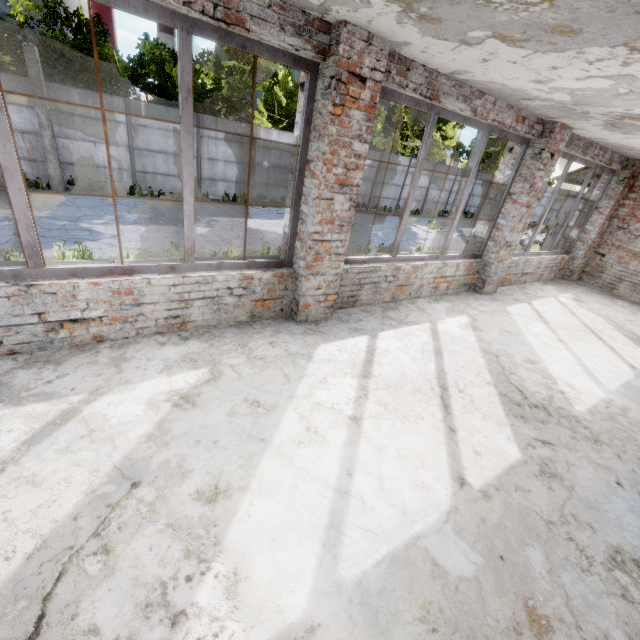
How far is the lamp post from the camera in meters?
10.9

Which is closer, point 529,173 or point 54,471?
point 54,471

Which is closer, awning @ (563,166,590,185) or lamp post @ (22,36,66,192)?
awning @ (563,166,590,185)

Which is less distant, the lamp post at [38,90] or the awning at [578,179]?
the awning at [578,179]

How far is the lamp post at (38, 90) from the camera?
10.9m

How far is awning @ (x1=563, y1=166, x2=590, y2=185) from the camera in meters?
9.5 m
